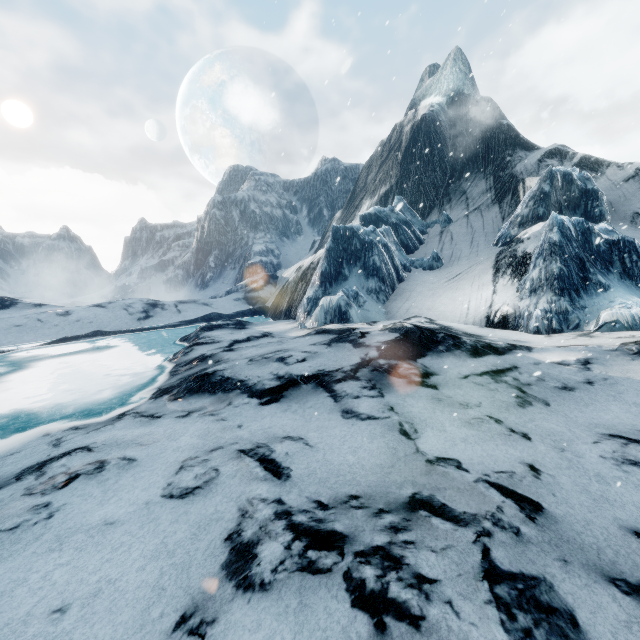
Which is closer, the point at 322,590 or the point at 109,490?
the point at 322,590
